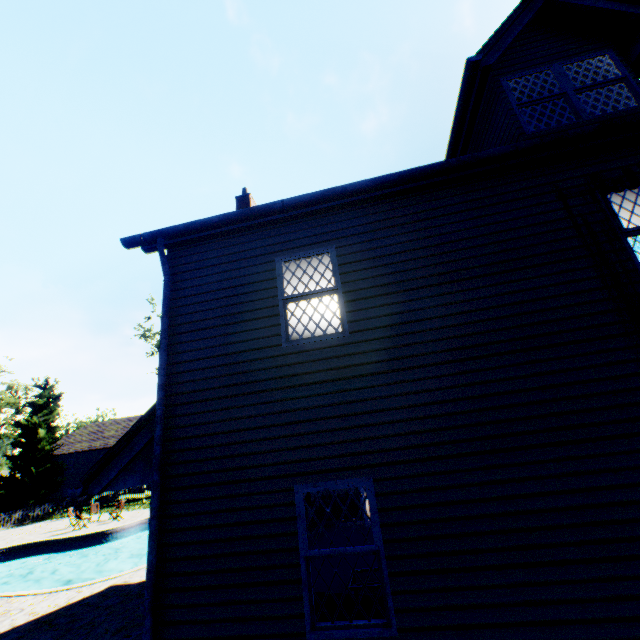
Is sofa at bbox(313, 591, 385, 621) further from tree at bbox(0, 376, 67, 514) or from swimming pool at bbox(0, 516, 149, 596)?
tree at bbox(0, 376, 67, 514)

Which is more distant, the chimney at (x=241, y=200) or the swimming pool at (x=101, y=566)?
the swimming pool at (x=101, y=566)

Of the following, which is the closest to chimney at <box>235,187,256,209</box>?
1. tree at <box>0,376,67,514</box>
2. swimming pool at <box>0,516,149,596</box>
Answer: swimming pool at <box>0,516,149,596</box>

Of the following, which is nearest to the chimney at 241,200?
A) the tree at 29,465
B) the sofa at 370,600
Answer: the sofa at 370,600

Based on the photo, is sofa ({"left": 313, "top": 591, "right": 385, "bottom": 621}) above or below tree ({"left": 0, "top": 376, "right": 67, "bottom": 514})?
below

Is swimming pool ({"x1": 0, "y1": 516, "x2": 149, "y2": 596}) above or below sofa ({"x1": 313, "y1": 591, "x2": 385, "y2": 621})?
below

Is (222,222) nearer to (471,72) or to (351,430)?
(351,430)

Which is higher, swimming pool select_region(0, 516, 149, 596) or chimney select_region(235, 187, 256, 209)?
chimney select_region(235, 187, 256, 209)
